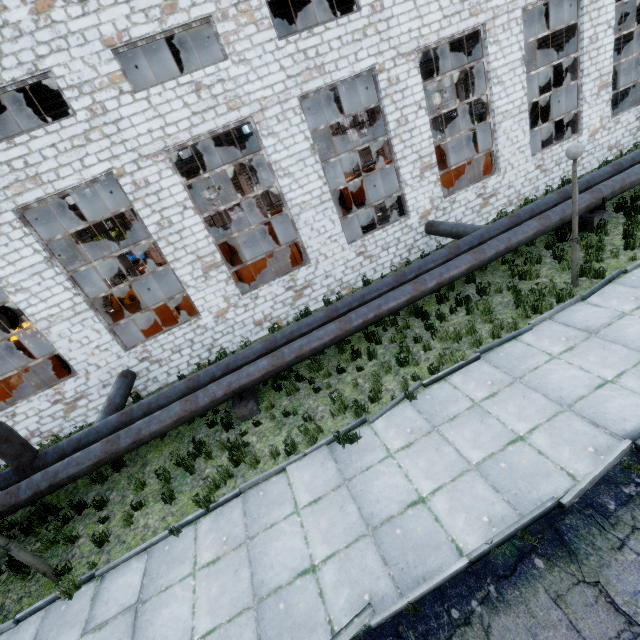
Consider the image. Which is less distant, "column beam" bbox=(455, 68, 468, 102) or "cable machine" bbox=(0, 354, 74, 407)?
"cable machine" bbox=(0, 354, 74, 407)

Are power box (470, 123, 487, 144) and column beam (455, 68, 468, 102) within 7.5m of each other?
yes

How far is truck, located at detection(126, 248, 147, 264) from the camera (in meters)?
44.35

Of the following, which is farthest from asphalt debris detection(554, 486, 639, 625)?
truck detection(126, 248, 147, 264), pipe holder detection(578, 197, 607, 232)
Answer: truck detection(126, 248, 147, 264)

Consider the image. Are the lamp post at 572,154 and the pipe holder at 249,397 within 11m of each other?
yes

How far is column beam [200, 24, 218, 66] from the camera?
12.7m

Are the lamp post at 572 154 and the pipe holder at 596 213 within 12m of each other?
yes

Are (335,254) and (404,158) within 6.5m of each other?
yes
